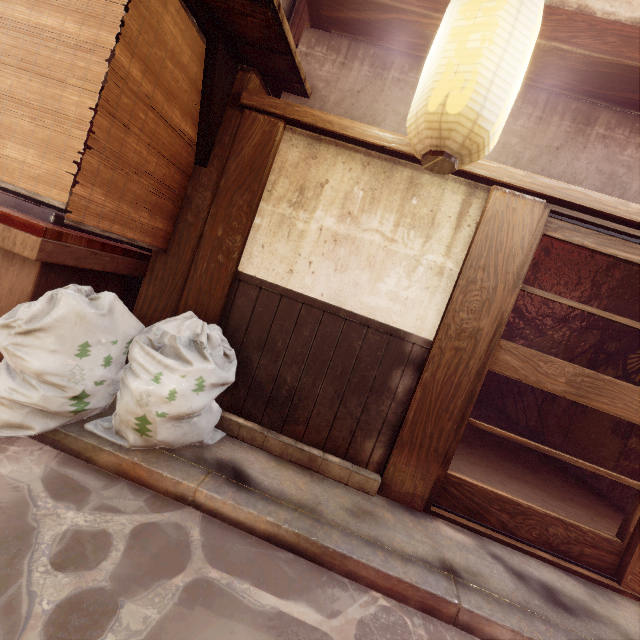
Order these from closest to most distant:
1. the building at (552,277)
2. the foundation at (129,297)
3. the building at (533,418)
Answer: the foundation at (129,297)
the building at (552,277)
the building at (533,418)

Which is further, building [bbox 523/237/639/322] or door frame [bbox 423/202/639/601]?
building [bbox 523/237/639/322]

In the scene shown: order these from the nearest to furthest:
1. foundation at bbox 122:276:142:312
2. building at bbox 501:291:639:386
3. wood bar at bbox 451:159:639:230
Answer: wood bar at bbox 451:159:639:230 < foundation at bbox 122:276:142:312 < building at bbox 501:291:639:386

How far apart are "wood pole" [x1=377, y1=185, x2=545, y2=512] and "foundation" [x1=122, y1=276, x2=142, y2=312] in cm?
499

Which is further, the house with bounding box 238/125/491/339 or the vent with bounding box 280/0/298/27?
the vent with bounding box 280/0/298/27

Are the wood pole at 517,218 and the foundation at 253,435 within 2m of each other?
yes

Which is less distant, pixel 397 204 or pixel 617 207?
pixel 617 207

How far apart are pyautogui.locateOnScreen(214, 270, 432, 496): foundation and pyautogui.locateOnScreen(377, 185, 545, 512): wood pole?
0.01m
